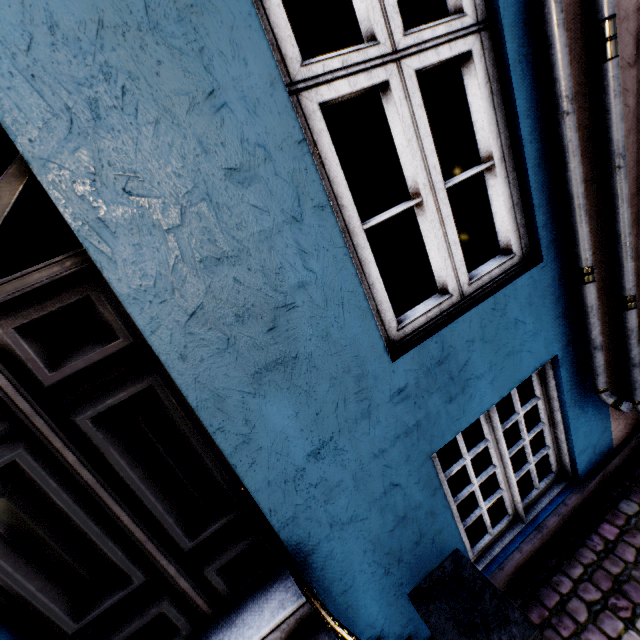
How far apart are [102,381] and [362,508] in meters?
1.4 m
